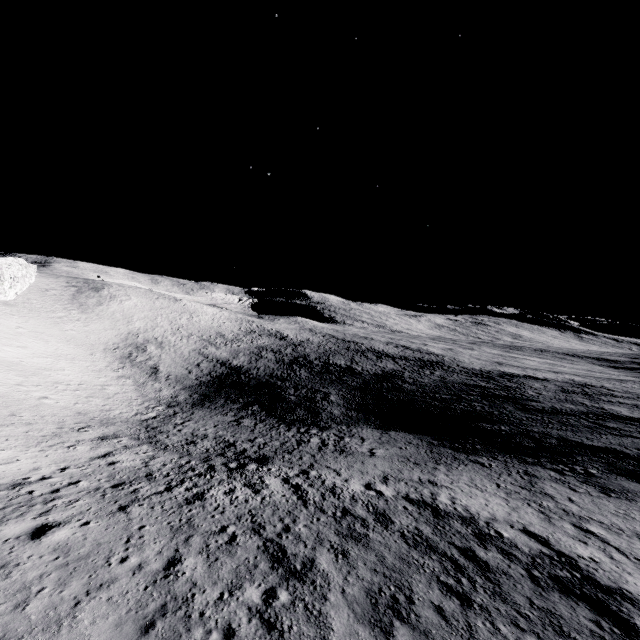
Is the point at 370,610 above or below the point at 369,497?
above
